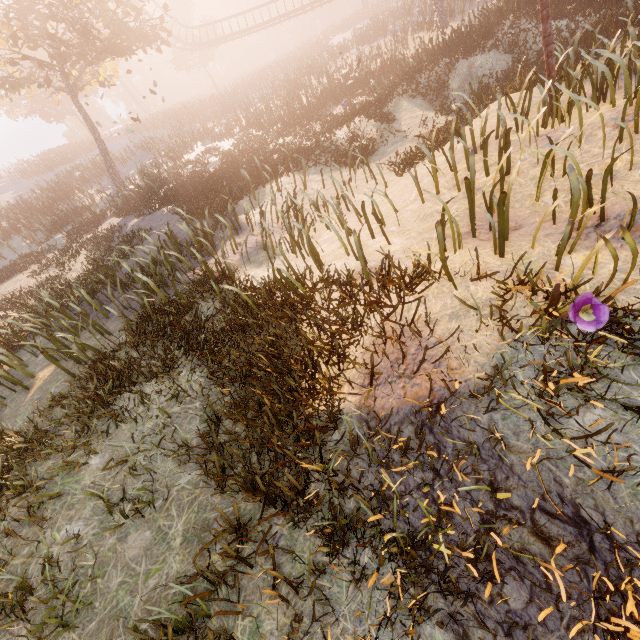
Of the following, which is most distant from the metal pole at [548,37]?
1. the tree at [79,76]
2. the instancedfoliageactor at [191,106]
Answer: the tree at [79,76]

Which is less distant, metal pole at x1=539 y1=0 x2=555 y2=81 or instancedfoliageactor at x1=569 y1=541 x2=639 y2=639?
instancedfoliageactor at x1=569 y1=541 x2=639 y2=639

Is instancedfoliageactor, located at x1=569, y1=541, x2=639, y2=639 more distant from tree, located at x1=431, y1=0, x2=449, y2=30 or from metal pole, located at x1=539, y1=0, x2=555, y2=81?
tree, located at x1=431, y1=0, x2=449, y2=30

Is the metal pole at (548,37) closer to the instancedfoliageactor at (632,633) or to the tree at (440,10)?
the instancedfoliageactor at (632,633)

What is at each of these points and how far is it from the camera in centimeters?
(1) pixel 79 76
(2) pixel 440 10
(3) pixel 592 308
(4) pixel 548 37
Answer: (1) tree, 1694cm
(2) tree, 2172cm
(3) instancedfoliageactor, 276cm
(4) metal pole, 624cm

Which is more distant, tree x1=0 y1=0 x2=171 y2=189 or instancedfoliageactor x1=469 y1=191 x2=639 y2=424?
tree x1=0 y1=0 x2=171 y2=189

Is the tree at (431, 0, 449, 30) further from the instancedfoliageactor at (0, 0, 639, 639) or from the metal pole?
the metal pole
